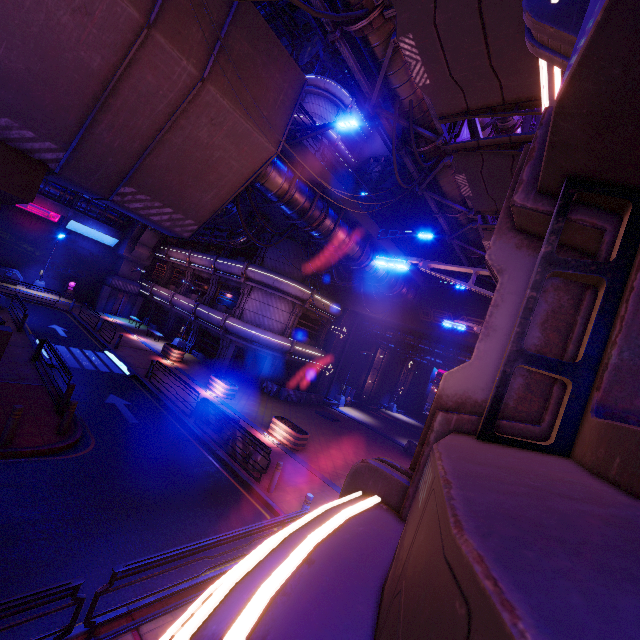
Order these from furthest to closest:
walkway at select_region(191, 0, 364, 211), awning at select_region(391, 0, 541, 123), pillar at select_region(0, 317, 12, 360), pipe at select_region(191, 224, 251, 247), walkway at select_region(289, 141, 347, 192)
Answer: pipe at select_region(191, 224, 251, 247), walkway at select_region(289, 141, 347, 192), pillar at select_region(0, 317, 12, 360), walkway at select_region(191, 0, 364, 211), awning at select_region(391, 0, 541, 123)

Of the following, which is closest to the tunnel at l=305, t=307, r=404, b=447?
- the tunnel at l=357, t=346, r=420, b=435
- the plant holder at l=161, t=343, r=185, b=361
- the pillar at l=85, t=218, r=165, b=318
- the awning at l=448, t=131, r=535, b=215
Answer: the tunnel at l=357, t=346, r=420, b=435

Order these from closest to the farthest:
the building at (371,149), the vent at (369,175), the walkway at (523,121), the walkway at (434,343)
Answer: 1. the walkway at (523,121)
2. the walkway at (434,343)
3. the vent at (369,175)
4. the building at (371,149)

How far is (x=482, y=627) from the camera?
0.5m

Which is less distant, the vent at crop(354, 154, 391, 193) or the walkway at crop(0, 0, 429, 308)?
the walkway at crop(0, 0, 429, 308)

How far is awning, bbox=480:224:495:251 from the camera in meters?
13.6

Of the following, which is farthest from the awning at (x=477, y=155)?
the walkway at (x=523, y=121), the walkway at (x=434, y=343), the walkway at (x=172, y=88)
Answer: the walkway at (x=434, y=343)

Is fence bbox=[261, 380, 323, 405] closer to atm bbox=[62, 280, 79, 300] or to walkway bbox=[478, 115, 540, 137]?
walkway bbox=[478, 115, 540, 137]
